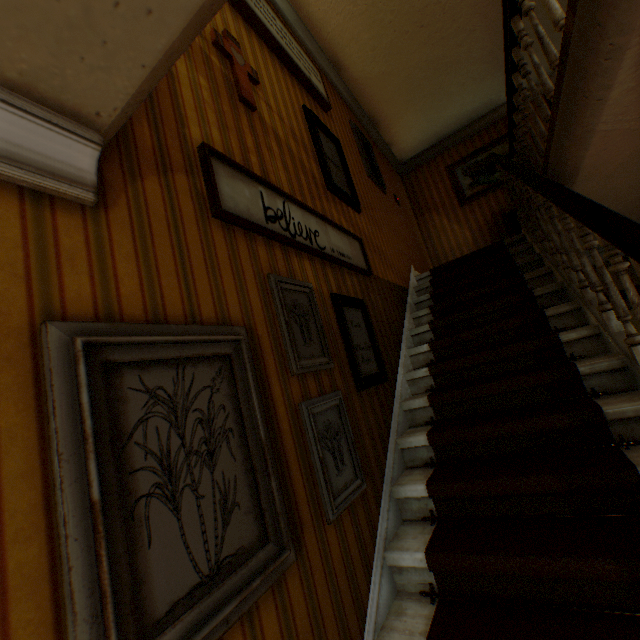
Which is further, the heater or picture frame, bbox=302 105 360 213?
the heater

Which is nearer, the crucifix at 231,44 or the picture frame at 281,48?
the crucifix at 231,44

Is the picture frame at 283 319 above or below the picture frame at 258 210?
below

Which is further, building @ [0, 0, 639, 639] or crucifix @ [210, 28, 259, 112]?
crucifix @ [210, 28, 259, 112]

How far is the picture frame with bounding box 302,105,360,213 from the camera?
3.22m

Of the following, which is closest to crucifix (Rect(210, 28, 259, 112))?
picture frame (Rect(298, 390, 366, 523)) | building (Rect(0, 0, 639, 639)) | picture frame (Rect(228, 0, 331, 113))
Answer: building (Rect(0, 0, 639, 639))

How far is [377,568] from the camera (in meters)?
1.79

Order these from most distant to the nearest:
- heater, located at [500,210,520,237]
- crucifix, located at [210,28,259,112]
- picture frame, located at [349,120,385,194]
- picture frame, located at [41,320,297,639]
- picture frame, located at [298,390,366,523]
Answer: heater, located at [500,210,520,237], picture frame, located at [349,120,385,194], crucifix, located at [210,28,259,112], picture frame, located at [298,390,366,523], picture frame, located at [41,320,297,639]
